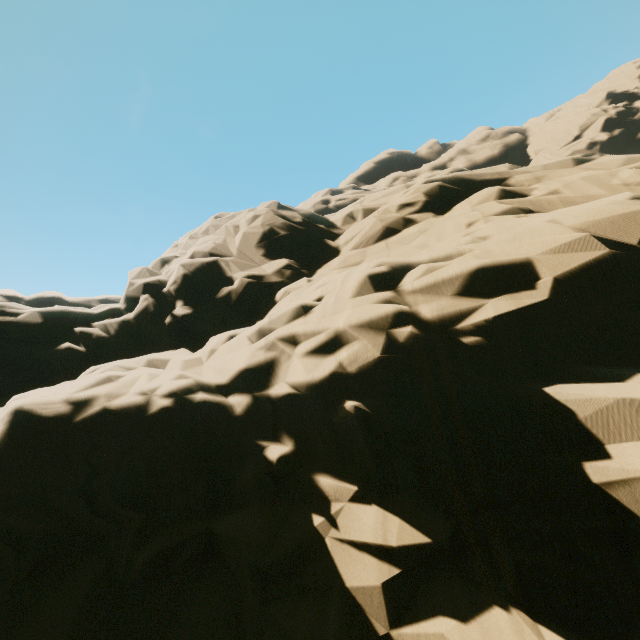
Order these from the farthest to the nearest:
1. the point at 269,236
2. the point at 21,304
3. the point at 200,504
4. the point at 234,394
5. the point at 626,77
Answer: the point at 626,77 < the point at 269,236 < the point at 21,304 < the point at 234,394 < the point at 200,504
